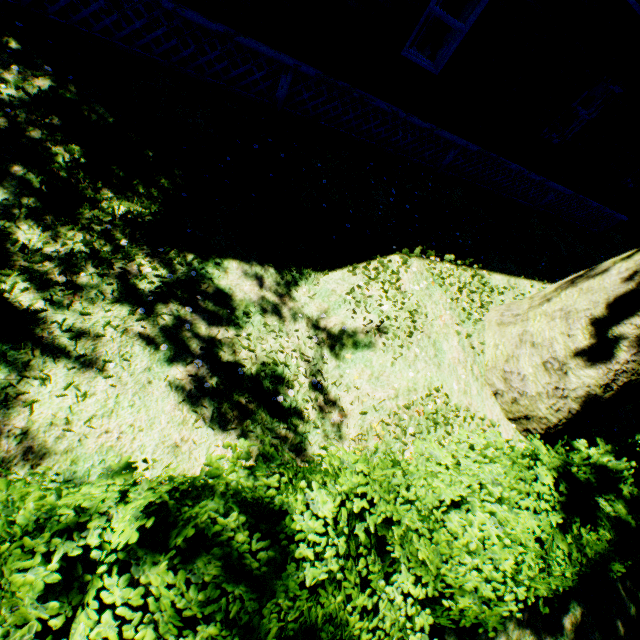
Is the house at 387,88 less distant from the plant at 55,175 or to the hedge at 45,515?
the plant at 55,175

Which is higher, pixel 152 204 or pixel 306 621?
pixel 306 621

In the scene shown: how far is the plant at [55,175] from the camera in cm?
390

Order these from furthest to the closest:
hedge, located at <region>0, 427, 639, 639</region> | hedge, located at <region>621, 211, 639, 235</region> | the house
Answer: hedge, located at <region>621, 211, 639, 235</region>
the house
hedge, located at <region>0, 427, 639, 639</region>

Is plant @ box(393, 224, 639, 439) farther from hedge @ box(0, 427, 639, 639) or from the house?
the house

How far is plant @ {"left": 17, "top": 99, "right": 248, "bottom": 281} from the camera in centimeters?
390cm

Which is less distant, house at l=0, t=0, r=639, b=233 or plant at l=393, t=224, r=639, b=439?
plant at l=393, t=224, r=639, b=439
